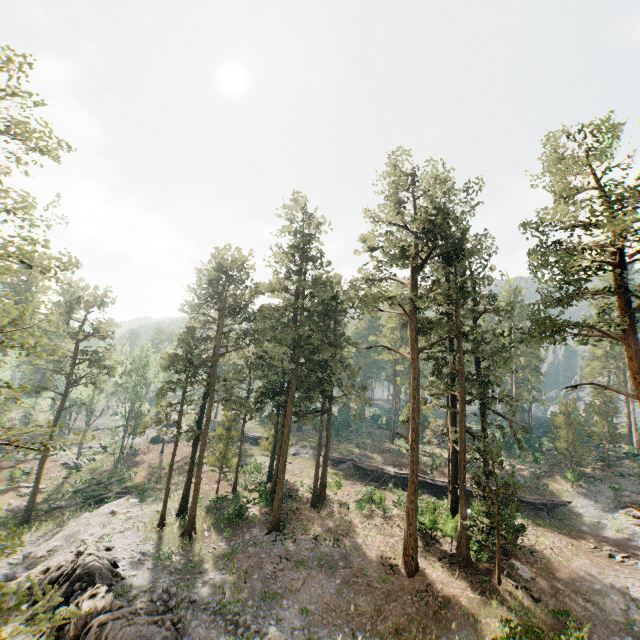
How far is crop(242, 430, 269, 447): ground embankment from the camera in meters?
Result: 53.8 m

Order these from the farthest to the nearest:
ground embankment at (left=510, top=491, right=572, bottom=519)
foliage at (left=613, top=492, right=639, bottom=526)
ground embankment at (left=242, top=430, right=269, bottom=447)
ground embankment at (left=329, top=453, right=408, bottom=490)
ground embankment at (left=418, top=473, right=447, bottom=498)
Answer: ground embankment at (left=242, top=430, right=269, bottom=447) → ground embankment at (left=329, top=453, right=408, bottom=490) → ground embankment at (left=418, top=473, right=447, bottom=498) → ground embankment at (left=510, top=491, right=572, bottom=519) → foliage at (left=613, top=492, right=639, bottom=526)

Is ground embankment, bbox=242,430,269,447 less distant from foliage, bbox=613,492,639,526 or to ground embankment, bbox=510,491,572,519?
ground embankment, bbox=510,491,572,519

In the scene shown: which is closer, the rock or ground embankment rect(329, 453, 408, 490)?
the rock

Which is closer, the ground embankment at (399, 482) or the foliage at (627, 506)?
the foliage at (627, 506)

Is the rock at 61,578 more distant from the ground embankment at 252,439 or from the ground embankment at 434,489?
the ground embankment at 252,439

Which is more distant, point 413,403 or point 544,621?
point 413,403

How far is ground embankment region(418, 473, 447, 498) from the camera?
36.1m
